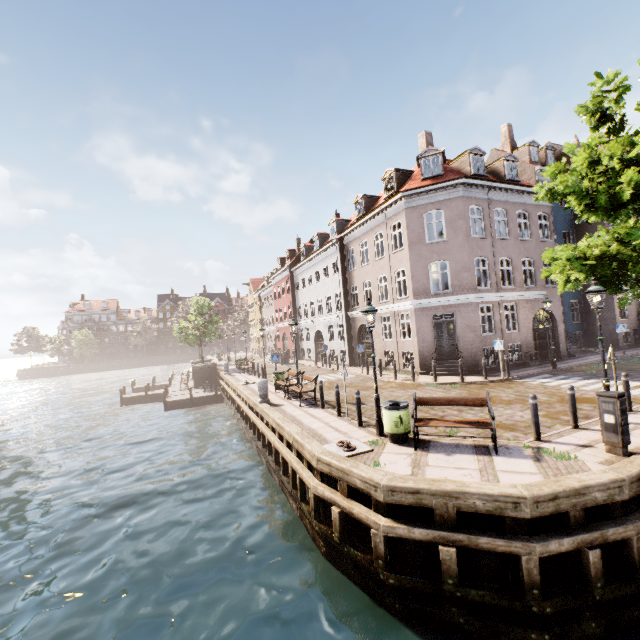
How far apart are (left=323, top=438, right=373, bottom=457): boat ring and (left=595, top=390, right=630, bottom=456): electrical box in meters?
4.9 m

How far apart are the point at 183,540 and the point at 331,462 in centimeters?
522cm

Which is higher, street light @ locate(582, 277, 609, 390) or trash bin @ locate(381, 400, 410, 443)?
street light @ locate(582, 277, 609, 390)

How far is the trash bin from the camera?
8.20m

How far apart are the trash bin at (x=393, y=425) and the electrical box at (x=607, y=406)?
4.0 meters

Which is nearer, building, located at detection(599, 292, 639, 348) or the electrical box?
the electrical box

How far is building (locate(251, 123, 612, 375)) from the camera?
18.3 meters

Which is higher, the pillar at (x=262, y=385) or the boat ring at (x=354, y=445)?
the pillar at (x=262, y=385)
